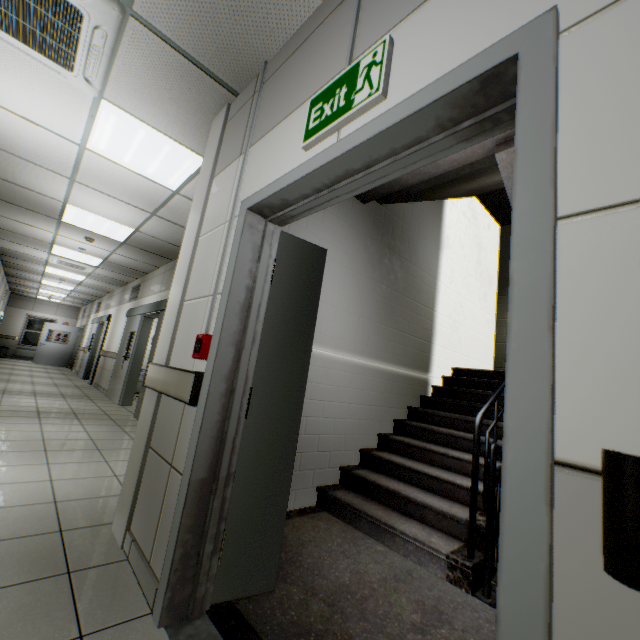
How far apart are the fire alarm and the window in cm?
2144

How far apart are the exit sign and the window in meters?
22.2

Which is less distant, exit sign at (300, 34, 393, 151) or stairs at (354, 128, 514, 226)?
exit sign at (300, 34, 393, 151)

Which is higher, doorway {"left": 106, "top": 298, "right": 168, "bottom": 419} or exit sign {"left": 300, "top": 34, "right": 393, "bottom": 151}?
exit sign {"left": 300, "top": 34, "right": 393, "bottom": 151}

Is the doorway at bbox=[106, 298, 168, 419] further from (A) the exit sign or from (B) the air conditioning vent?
(A) the exit sign

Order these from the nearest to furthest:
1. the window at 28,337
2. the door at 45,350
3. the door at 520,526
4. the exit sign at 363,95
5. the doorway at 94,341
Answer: the door at 520,526
the exit sign at 363,95
the doorway at 94,341
the door at 45,350
the window at 28,337

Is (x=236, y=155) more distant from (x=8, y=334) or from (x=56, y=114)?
(x=8, y=334)

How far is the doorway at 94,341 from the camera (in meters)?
10.54
